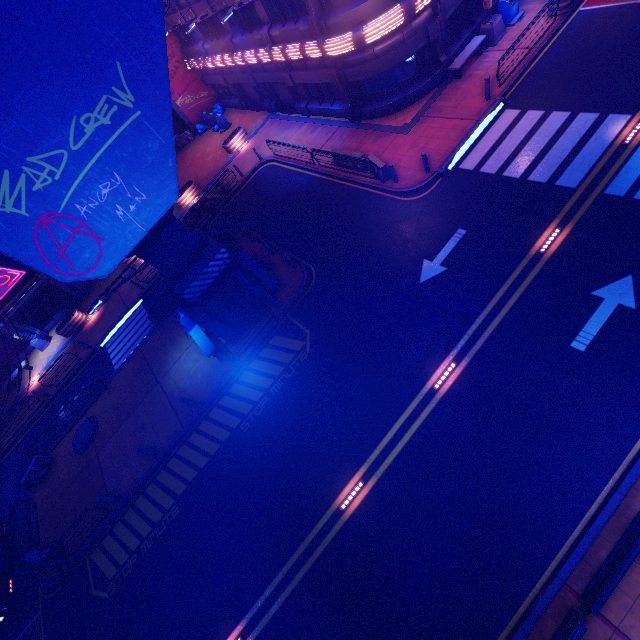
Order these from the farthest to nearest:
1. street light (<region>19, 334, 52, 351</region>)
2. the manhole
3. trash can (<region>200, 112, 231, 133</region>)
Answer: trash can (<region>200, 112, 231, 133</region>)
street light (<region>19, 334, 52, 351</region>)
the manhole

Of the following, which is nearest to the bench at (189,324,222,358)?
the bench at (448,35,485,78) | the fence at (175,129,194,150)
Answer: the bench at (448,35,485,78)

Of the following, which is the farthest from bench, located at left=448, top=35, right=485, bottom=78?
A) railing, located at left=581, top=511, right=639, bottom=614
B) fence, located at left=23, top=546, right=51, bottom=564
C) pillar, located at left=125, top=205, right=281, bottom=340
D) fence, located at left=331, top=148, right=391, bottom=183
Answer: fence, located at left=23, top=546, right=51, bottom=564

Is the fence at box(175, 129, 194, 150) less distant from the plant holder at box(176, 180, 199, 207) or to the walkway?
the plant holder at box(176, 180, 199, 207)

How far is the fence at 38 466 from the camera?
18.0 meters

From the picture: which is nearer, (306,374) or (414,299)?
(414,299)

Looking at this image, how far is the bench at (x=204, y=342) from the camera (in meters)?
15.82

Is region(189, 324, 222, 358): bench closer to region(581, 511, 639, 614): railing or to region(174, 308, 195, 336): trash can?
region(174, 308, 195, 336): trash can
